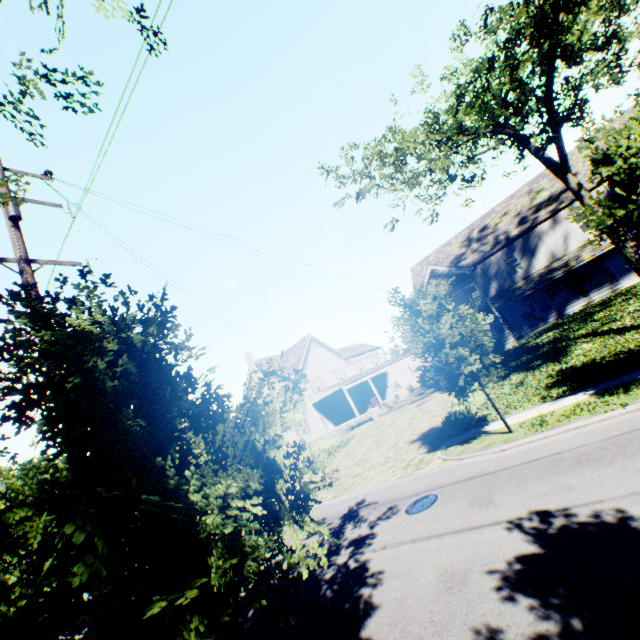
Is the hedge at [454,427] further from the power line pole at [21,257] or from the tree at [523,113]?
the power line pole at [21,257]

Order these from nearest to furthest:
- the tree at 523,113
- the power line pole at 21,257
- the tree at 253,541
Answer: the tree at 253,541 → the power line pole at 21,257 → the tree at 523,113

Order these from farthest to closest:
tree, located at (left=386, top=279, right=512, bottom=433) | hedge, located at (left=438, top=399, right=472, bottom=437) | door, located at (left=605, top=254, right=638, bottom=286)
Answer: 1. door, located at (left=605, top=254, right=638, bottom=286)
2. hedge, located at (left=438, top=399, right=472, bottom=437)
3. tree, located at (left=386, top=279, right=512, bottom=433)

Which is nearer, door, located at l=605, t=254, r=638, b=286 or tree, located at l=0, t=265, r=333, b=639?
tree, located at l=0, t=265, r=333, b=639

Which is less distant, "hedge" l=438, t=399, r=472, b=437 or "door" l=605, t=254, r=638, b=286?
"hedge" l=438, t=399, r=472, b=437

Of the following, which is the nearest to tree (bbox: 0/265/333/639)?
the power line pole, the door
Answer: the power line pole

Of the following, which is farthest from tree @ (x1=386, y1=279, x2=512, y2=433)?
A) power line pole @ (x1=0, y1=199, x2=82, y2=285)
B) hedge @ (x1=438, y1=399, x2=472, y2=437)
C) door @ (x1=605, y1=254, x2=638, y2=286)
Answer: door @ (x1=605, y1=254, x2=638, y2=286)

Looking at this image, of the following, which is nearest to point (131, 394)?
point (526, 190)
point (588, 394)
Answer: point (588, 394)
